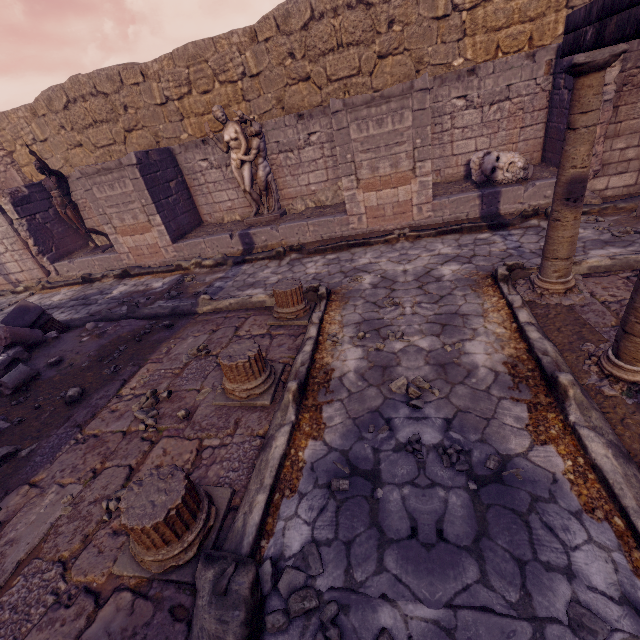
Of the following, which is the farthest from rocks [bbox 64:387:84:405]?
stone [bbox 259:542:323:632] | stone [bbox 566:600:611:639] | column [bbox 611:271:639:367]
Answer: column [bbox 611:271:639:367]

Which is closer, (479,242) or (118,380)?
(118,380)

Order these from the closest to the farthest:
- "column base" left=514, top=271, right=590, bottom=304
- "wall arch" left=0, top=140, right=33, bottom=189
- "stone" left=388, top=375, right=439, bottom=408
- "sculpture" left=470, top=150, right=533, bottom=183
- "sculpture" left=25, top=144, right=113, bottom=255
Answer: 1. "stone" left=388, top=375, right=439, bottom=408
2. "column base" left=514, top=271, right=590, bottom=304
3. "sculpture" left=470, top=150, right=533, bottom=183
4. "sculpture" left=25, top=144, right=113, bottom=255
5. "wall arch" left=0, top=140, right=33, bottom=189

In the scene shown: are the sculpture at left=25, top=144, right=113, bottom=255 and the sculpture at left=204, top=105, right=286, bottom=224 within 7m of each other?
yes

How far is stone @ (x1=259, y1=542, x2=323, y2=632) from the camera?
1.9m

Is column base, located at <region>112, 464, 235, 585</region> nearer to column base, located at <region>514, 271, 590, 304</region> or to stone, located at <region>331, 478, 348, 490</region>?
stone, located at <region>331, 478, 348, 490</region>

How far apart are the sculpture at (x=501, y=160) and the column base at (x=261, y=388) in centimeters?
605cm

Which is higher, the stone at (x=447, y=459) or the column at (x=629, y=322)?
the column at (x=629, y=322)
